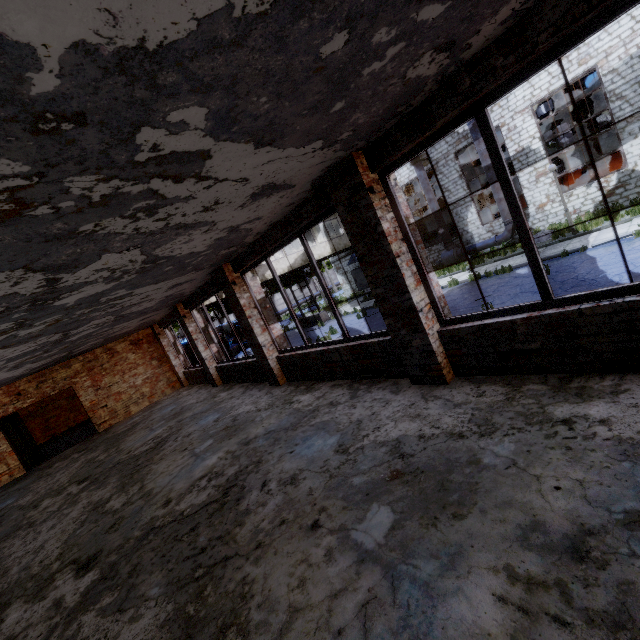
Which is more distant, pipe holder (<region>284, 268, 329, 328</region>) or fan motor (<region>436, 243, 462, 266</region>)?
pipe holder (<region>284, 268, 329, 328</region>)

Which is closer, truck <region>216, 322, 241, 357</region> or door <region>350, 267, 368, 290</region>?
truck <region>216, 322, 241, 357</region>

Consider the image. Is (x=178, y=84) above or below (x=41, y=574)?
above

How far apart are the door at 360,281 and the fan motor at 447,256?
7.83m

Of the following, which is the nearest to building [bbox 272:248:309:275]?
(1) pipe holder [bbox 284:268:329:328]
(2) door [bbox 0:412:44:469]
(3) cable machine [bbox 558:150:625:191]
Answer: (1) pipe holder [bbox 284:268:329:328]

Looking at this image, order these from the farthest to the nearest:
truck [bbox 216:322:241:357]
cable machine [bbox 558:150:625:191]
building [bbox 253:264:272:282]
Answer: truck [bbox 216:322:241:357]
building [bbox 253:264:272:282]
cable machine [bbox 558:150:625:191]

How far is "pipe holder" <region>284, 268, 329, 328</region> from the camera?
23.77m

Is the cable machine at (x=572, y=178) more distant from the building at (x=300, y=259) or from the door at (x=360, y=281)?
the door at (x=360, y=281)
